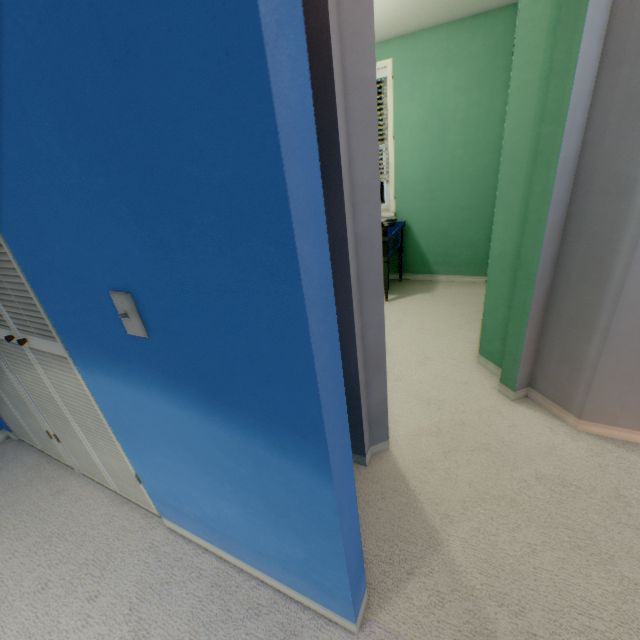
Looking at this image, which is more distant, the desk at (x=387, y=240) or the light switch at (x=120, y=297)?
the desk at (x=387, y=240)

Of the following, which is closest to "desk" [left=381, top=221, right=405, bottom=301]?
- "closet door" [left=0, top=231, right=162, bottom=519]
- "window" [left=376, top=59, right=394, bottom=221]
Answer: "window" [left=376, top=59, right=394, bottom=221]

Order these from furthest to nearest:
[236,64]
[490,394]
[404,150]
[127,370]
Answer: [404,150] → [490,394] → [127,370] → [236,64]

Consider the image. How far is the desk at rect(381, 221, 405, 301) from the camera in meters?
3.4 m

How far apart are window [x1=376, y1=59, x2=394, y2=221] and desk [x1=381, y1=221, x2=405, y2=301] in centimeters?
30cm

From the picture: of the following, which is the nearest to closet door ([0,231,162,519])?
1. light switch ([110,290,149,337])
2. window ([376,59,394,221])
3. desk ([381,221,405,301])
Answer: light switch ([110,290,149,337])

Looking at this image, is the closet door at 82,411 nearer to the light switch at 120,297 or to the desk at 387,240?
the light switch at 120,297

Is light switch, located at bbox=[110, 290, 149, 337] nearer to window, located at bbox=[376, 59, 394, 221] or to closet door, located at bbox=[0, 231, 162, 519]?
→ closet door, located at bbox=[0, 231, 162, 519]
